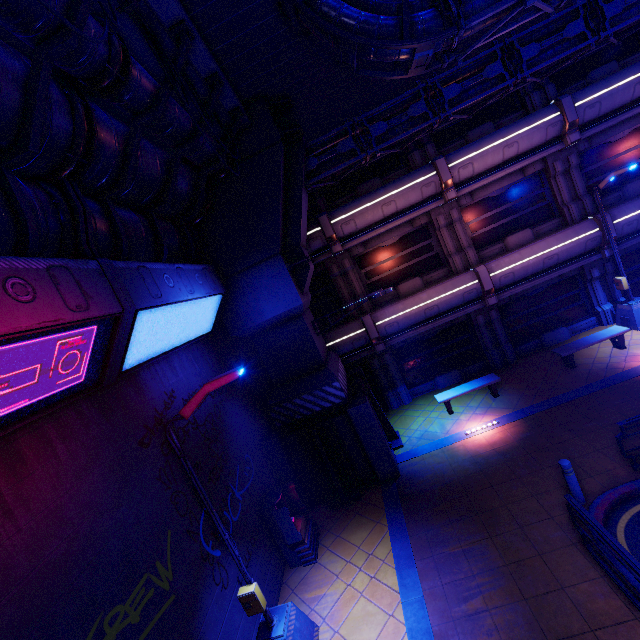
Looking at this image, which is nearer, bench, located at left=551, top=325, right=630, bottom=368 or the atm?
the atm

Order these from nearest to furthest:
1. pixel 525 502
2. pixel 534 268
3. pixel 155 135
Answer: pixel 155 135, pixel 525 502, pixel 534 268

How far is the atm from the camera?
8.52m

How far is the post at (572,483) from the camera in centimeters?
704cm

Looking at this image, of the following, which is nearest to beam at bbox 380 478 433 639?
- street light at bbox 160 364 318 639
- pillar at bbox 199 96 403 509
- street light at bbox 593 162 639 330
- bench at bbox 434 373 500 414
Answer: pillar at bbox 199 96 403 509

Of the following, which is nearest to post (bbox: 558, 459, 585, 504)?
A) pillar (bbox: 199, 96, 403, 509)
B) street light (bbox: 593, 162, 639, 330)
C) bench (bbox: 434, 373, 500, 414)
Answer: pillar (bbox: 199, 96, 403, 509)

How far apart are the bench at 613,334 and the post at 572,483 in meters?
6.1

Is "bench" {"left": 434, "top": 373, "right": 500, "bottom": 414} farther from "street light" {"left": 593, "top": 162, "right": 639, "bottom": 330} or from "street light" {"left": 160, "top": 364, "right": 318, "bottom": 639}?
"street light" {"left": 160, "top": 364, "right": 318, "bottom": 639}
